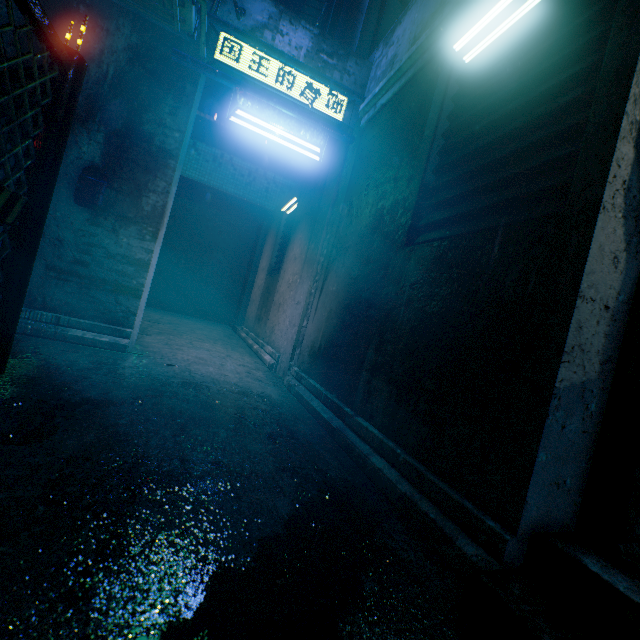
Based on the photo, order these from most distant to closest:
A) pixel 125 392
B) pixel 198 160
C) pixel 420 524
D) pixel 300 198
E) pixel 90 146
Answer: pixel 198 160 < pixel 300 198 < pixel 90 146 < pixel 125 392 < pixel 420 524

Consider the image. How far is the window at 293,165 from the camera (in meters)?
8.31

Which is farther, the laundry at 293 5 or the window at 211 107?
the window at 211 107

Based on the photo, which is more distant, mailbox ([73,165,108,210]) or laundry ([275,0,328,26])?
laundry ([275,0,328,26])

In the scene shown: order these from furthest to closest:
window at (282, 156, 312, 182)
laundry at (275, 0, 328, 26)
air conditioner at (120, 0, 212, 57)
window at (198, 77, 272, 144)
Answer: window at (282, 156, 312, 182), window at (198, 77, 272, 144), laundry at (275, 0, 328, 26), air conditioner at (120, 0, 212, 57)

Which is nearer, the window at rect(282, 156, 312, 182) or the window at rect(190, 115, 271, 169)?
the window at rect(190, 115, 271, 169)

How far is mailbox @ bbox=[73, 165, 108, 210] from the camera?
2.77m

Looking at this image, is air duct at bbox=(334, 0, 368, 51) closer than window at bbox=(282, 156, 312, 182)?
Yes
